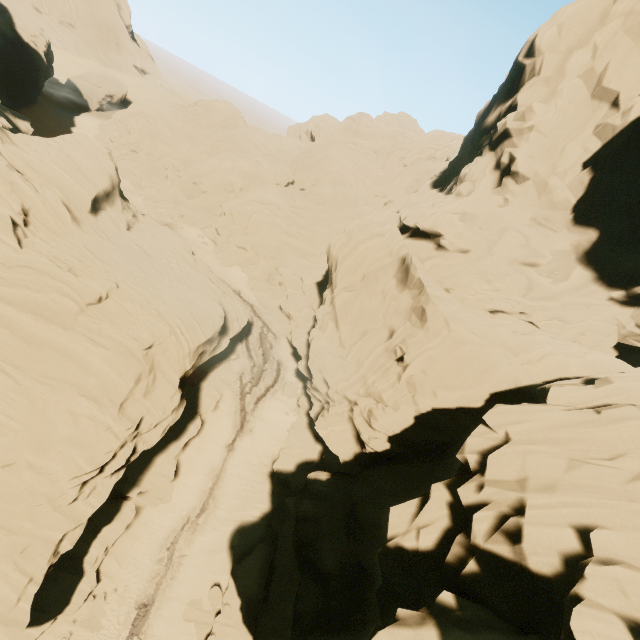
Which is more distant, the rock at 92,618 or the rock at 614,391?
the rock at 92,618

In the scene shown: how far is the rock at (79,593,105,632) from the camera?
17.94m

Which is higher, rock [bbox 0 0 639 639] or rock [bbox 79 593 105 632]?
rock [bbox 0 0 639 639]

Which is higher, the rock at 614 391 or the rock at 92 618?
the rock at 614 391

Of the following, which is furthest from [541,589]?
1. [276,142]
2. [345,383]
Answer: [276,142]

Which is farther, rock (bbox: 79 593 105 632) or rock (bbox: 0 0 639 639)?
rock (bbox: 79 593 105 632)
